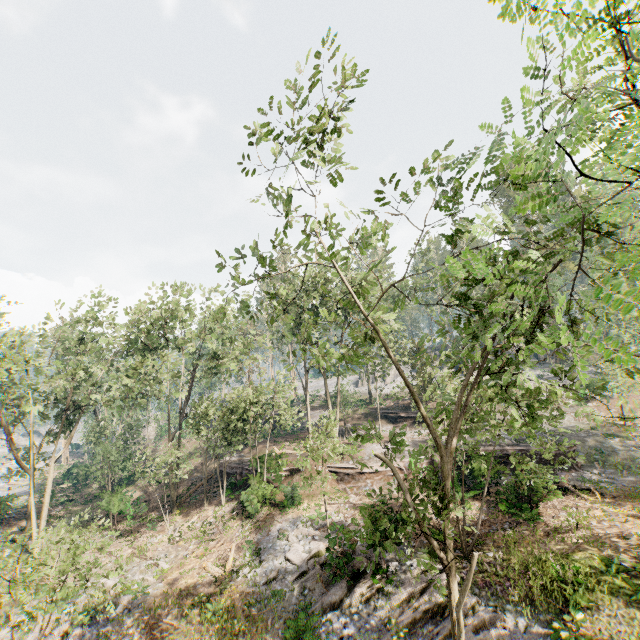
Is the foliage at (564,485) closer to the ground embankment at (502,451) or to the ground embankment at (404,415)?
the ground embankment at (404,415)

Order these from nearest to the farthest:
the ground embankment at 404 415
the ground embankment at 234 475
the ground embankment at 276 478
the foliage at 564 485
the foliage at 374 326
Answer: the foliage at 374 326, the foliage at 564 485, the ground embankment at 276 478, the ground embankment at 234 475, the ground embankment at 404 415

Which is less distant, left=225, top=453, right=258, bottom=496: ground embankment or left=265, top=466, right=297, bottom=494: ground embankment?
left=265, top=466, right=297, bottom=494: ground embankment

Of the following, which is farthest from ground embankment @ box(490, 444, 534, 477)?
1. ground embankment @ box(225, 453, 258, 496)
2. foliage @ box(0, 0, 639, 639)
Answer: ground embankment @ box(225, 453, 258, 496)

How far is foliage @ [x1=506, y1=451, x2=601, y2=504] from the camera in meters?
14.1 m

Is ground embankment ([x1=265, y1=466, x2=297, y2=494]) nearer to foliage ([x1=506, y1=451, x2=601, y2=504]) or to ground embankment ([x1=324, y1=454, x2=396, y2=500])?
foliage ([x1=506, y1=451, x2=601, y2=504])

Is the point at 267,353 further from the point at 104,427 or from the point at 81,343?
the point at 104,427

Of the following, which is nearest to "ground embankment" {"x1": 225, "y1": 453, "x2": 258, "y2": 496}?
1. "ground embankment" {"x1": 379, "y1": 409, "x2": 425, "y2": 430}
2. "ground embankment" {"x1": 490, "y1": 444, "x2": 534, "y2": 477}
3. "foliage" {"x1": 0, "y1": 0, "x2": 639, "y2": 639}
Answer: "foliage" {"x1": 0, "y1": 0, "x2": 639, "y2": 639}
